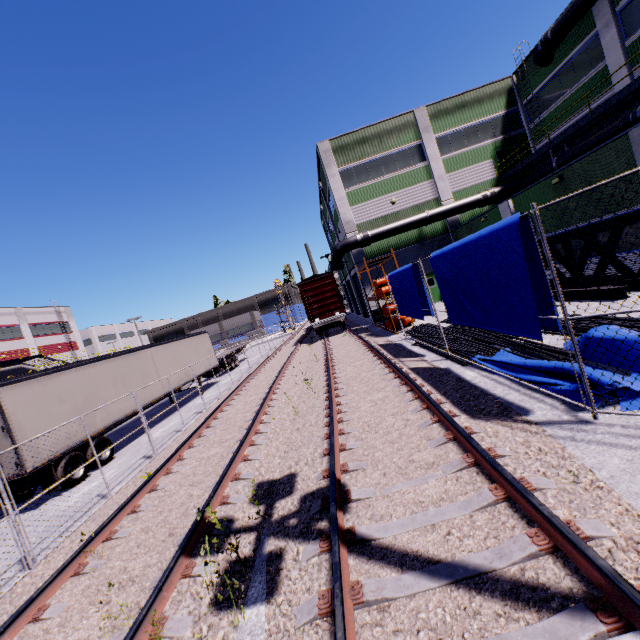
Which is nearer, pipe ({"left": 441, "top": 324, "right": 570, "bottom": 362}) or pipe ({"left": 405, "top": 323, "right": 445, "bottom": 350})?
pipe ({"left": 441, "top": 324, "right": 570, "bottom": 362})

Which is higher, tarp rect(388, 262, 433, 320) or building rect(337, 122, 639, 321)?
building rect(337, 122, 639, 321)

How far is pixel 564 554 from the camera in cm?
283

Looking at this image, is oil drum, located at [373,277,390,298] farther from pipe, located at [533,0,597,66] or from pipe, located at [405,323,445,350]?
pipe, located at [533,0,597,66]

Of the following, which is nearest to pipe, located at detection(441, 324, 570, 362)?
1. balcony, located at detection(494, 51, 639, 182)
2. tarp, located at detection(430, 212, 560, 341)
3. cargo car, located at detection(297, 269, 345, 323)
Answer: tarp, located at detection(430, 212, 560, 341)

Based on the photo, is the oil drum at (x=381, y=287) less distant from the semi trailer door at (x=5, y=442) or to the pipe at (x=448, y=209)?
the pipe at (x=448, y=209)

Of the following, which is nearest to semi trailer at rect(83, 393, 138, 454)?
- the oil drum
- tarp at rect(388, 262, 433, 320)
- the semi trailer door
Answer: the semi trailer door

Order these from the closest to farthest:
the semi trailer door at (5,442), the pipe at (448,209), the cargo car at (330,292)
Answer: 1. the semi trailer door at (5,442)
2. the pipe at (448,209)
3. the cargo car at (330,292)
